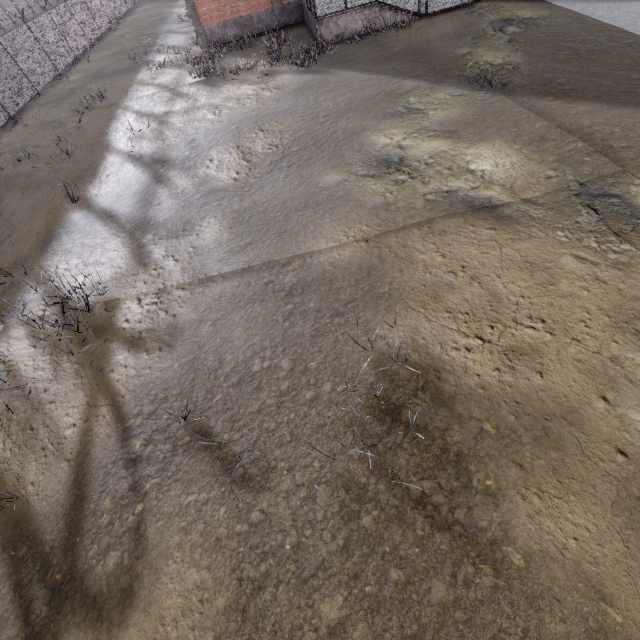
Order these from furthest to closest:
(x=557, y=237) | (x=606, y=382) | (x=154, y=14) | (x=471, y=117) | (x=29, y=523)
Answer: (x=154, y=14) < (x=471, y=117) < (x=557, y=237) < (x=29, y=523) < (x=606, y=382)

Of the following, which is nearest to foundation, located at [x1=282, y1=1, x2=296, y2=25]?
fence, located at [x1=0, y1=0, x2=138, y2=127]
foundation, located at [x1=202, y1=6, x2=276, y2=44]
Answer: foundation, located at [x1=202, y1=6, x2=276, y2=44]

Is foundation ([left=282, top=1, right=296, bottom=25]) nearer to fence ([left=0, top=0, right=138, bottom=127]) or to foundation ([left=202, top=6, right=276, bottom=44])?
foundation ([left=202, top=6, right=276, bottom=44])

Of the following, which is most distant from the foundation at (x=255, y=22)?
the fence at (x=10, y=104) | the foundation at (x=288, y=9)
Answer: the fence at (x=10, y=104)

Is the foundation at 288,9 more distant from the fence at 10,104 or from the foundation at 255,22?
the fence at 10,104

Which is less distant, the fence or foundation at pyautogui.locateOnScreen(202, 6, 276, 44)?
the fence
